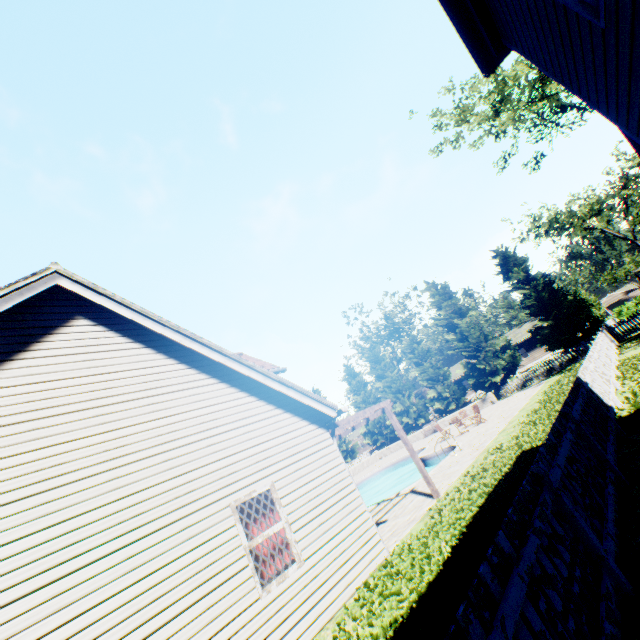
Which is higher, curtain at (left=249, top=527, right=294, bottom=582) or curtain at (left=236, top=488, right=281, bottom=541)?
curtain at (left=236, top=488, right=281, bottom=541)

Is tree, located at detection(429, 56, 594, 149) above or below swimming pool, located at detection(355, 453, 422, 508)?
above

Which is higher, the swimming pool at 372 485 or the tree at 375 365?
the tree at 375 365

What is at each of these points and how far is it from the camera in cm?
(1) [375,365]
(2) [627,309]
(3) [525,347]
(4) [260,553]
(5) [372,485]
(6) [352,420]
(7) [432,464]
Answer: (1) tree, 3909
(2) hedge, 4153
(3) house, 4725
(4) curtain, 606
(5) swimming pool, 2711
(6) veranda, 949
(7) swimming pool, 1955

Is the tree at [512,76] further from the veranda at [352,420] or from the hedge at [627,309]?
the veranda at [352,420]

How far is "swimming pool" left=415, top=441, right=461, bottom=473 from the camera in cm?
1487

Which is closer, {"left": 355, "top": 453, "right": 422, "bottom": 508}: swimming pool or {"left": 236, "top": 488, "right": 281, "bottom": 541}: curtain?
{"left": 236, "top": 488, "right": 281, "bottom": 541}: curtain

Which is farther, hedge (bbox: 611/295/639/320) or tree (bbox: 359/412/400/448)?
hedge (bbox: 611/295/639/320)
